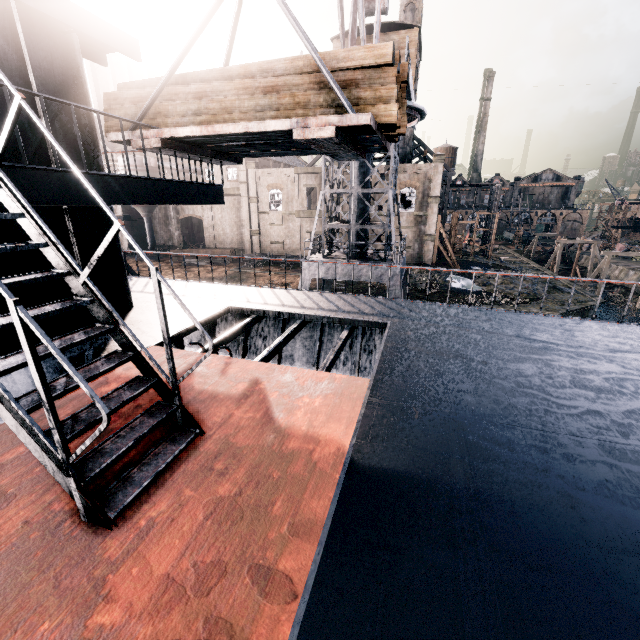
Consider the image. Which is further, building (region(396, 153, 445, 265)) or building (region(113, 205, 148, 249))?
building (region(113, 205, 148, 249))

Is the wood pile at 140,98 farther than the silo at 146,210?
No

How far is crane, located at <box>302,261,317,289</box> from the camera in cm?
1975

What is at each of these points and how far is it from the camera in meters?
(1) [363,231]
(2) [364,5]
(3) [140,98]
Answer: (1) crane, 20.1
(2) crane, 17.6
(3) wood pile, 7.3

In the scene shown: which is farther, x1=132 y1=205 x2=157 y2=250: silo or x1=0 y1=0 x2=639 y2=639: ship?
x1=132 y1=205 x2=157 y2=250: silo

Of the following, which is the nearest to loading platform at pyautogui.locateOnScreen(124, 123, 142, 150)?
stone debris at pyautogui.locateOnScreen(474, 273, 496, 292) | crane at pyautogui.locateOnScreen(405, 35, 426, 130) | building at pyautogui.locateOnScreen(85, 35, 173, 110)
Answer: crane at pyautogui.locateOnScreen(405, 35, 426, 130)

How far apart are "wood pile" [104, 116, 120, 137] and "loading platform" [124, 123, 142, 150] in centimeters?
1cm

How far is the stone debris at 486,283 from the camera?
35.8 meters
